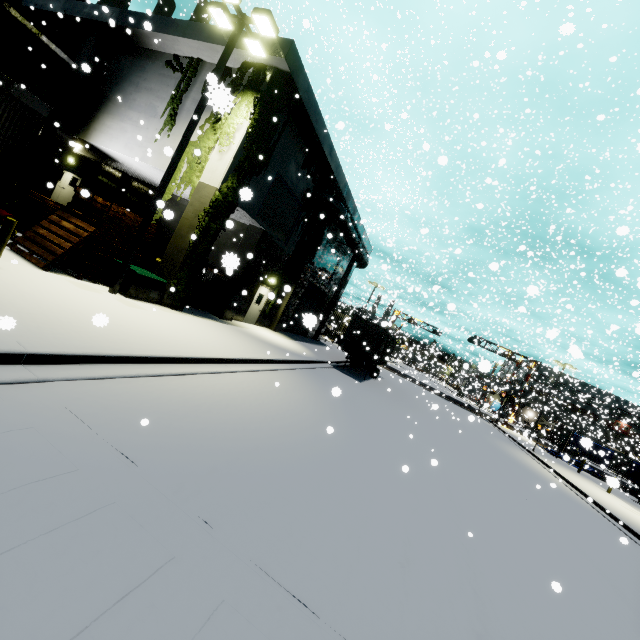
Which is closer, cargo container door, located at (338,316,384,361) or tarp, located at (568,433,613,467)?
tarp, located at (568,433,613,467)

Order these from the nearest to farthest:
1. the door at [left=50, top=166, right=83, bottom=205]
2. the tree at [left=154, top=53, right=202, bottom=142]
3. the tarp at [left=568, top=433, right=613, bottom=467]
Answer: the tarp at [left=568, top=433, right=613, bottom=467], the tree at [left=154, top=53, right=202, bottom=142], the door at [left=50, top=166, right=83, bottom=205]

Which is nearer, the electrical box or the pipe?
the electrical box

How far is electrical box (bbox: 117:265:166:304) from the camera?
10.7m

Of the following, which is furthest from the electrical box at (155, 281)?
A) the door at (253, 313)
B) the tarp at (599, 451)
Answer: the tarp at (599, 451)

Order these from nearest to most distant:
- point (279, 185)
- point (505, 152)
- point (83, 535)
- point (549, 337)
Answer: point (83, 535) < point (549, 337) < point (279, 185) < point (505, 152)

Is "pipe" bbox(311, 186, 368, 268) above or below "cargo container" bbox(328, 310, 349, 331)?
above

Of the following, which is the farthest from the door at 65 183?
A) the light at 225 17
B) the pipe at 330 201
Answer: the light at 225 17
